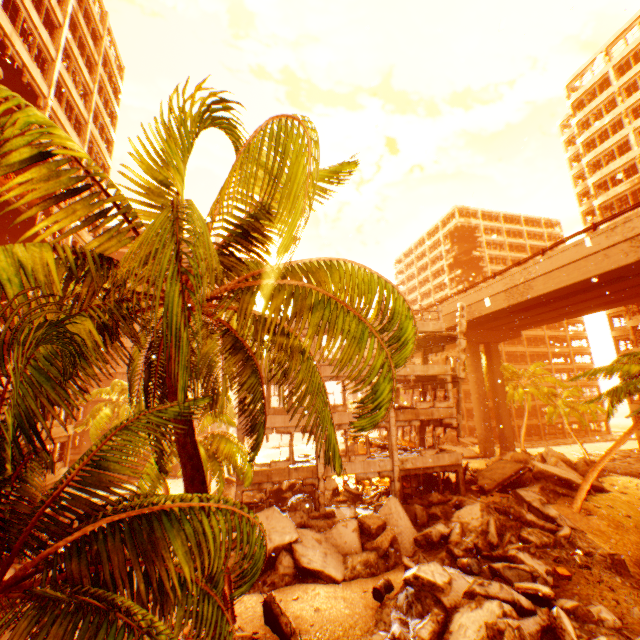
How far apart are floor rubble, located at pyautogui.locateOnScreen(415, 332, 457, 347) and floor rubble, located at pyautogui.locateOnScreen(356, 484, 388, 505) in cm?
1142

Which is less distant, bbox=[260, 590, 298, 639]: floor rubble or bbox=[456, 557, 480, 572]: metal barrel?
bbox=[260, 590, 298, 639]: floor rubble

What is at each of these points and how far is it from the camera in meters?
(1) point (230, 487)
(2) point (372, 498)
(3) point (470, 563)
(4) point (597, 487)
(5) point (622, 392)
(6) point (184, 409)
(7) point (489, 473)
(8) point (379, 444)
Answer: (1) rock pile, 27.2
(2) floor rubble, 23.3
(3) metal barrel, 13.4
(4) rock pile, 22.0
(5) rubble, 16.2
(6) rubble, 1.9
(7) floor rubble, 23.4
(8) floor rubble, 25.6

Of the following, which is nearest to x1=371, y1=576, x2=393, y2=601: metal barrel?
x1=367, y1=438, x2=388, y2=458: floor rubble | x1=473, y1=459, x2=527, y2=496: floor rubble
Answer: x1=367, y1=438, x2=388, y2=458: floor rubble

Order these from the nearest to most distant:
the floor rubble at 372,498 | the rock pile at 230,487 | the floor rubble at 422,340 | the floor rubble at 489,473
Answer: the floor rubble at 489,473 → the floor rubble at 372,498 → the rock pile at 230,487 → the floor rubble at 422,340

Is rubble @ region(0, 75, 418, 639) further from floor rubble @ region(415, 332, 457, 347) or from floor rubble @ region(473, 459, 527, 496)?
floor rubble @ region(415, 332, 457, 347)

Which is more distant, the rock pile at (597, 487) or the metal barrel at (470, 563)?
the rock pile at (597, 487)

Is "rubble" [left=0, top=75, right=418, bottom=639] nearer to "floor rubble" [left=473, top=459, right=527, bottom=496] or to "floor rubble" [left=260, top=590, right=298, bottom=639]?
"floor rubble" [left=260, top=590, right=298, bottom=639]
